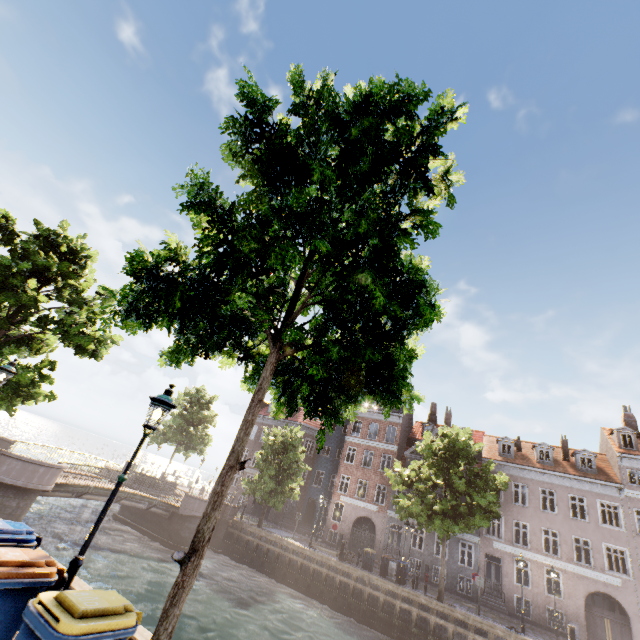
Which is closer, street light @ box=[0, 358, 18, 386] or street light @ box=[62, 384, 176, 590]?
street light @ box=[62, 384, 176, 590]

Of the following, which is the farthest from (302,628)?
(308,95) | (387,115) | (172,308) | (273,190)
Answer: (308,95)

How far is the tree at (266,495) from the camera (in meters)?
26.47

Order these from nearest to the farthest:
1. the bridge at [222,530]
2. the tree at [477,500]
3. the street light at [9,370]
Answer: the street light at [9,370]
the tree at [477,500]
the bridge at [222,530]

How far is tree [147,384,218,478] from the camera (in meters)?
33.00

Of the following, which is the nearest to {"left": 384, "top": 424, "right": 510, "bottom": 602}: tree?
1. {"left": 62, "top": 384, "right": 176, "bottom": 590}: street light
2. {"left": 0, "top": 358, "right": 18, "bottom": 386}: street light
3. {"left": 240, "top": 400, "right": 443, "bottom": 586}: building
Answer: {"left": 62, "top": 384, "right": 176, "bottom": 590}: street light

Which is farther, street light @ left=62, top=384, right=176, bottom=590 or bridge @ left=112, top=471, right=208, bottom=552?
bridge @ left=112, top=471, right=208, bottom=552

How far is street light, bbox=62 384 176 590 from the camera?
4.6 meters
